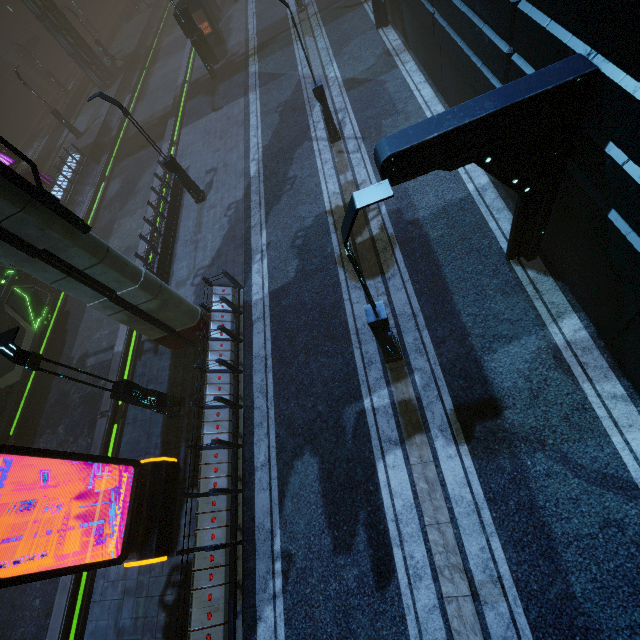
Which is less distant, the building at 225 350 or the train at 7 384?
the building at 225 350

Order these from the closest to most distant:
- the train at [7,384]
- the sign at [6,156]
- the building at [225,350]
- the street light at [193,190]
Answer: the building at [225,350], the street light at [193,190], the train at [7,384], the sign at [6,156]

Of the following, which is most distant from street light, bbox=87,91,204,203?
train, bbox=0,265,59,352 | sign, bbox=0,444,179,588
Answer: sign, bbox=0,444,179,588

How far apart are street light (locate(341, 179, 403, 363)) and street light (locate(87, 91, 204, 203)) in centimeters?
1272cm

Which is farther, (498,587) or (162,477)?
(162,477)

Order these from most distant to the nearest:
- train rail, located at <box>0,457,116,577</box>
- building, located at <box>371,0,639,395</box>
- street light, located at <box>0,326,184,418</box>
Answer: train rail, located at <box>0,457,116,577</box>, street light, located at <box>0,326,184,418</box>, building, located at <box>371,0,639,395</box>

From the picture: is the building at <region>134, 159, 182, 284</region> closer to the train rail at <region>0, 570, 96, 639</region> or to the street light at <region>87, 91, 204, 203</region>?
the train rail at <region>0, 570, 96, 639</region>

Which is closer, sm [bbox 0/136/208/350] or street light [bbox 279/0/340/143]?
sm [bbox 0/136/208/350]
